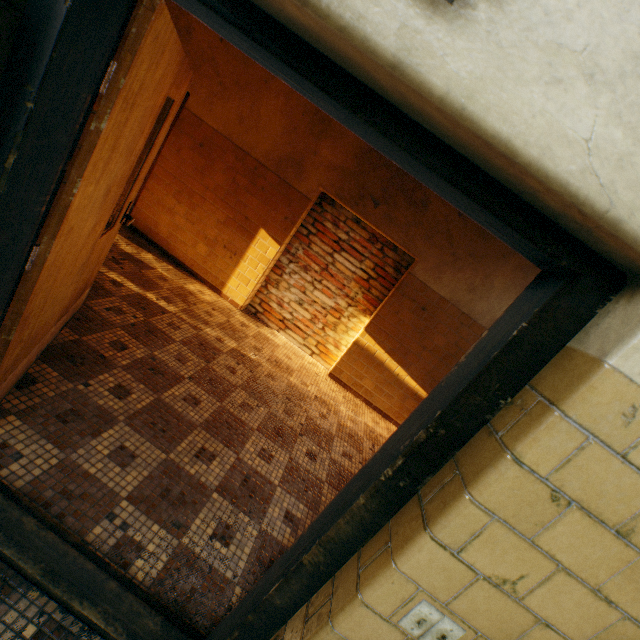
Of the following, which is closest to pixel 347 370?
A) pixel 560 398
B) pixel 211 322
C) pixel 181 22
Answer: pixel 211 322
